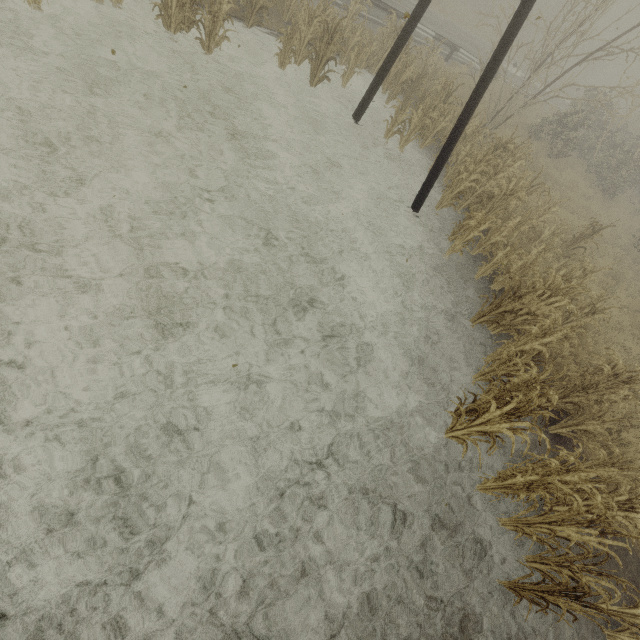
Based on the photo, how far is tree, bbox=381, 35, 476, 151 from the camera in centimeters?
973cm

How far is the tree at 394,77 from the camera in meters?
9.7 m

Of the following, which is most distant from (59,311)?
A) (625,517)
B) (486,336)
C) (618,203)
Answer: (618,203)

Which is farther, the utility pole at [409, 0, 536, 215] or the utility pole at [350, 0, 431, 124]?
the utility pole at [350, 0, 431, 124]

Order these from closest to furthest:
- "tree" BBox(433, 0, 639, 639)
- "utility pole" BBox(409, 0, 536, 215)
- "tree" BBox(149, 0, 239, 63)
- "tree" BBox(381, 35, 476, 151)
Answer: "tree" BBox(433, 0, 639, 639)
"utility pole" BBox(409, 0, 536, 215)
"tree" BBox(149, 0, 239, 63)
"tree" BBox(381, 35, 476, 151)

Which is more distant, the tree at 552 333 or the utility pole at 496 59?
the utility pole at 496 59

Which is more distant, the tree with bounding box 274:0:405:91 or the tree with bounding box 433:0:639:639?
the tree with bounding box 274:0:405:91

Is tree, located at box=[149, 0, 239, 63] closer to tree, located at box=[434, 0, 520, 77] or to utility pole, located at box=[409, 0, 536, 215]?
tree, located at box=[434, 0, 520, 77]
